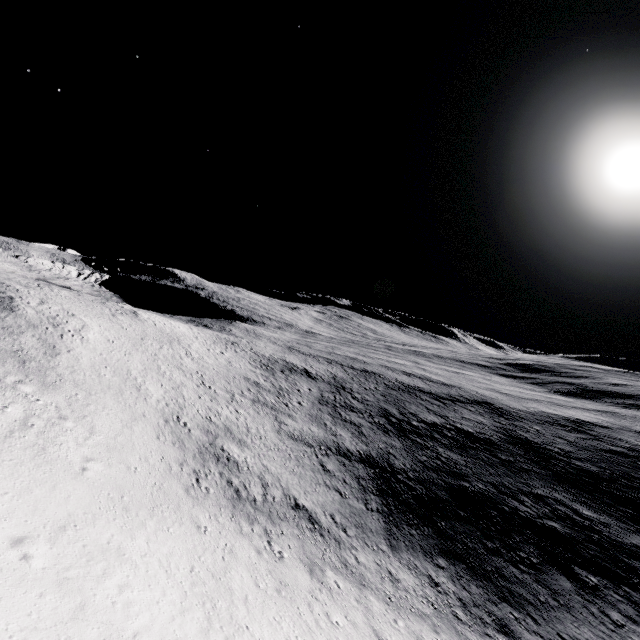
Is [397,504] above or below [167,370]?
below
